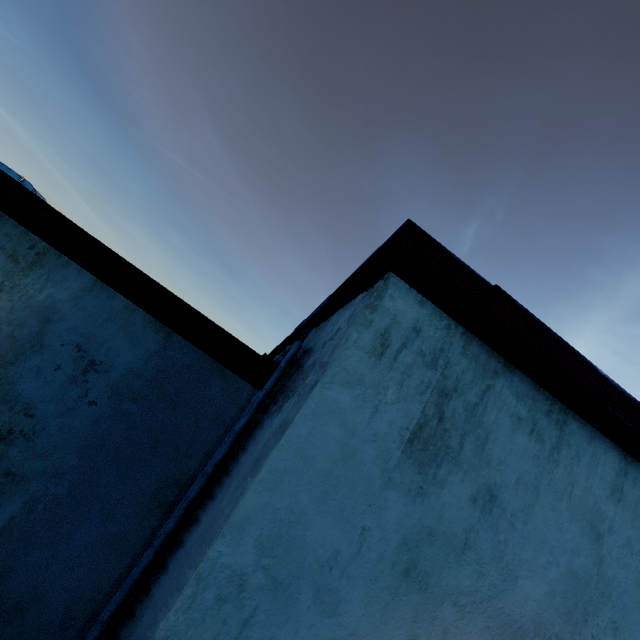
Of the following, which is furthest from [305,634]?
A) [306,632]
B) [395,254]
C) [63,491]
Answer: [63,491]
